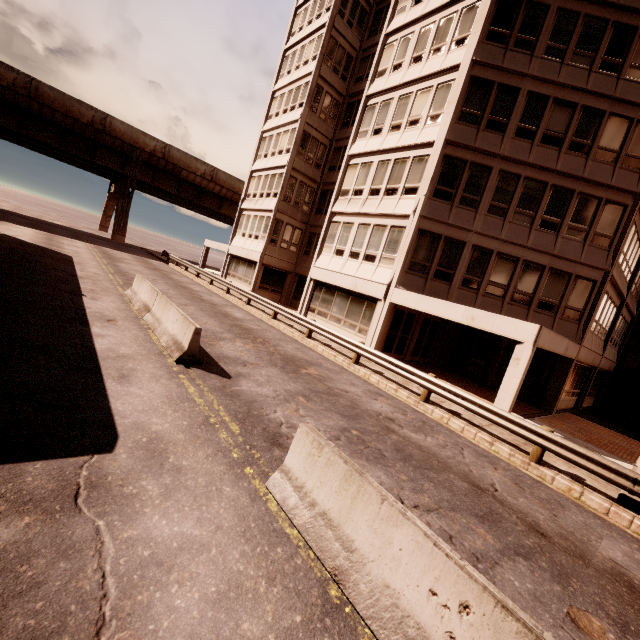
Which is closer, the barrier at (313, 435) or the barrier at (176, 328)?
the barrier at (313, 435)

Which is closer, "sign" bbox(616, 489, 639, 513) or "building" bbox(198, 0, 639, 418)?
"sign" bbox(616, 489, 639, 513)

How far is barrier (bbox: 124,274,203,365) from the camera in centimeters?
814cm

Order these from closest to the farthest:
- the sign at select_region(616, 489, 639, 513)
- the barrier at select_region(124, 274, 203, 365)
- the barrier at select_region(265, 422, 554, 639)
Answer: the barrier at select_region(265, 422, 554, 639)
the sign at select_region(616, 489, 639, 513)
the barrier at select_region(124, 274, 203, 365)

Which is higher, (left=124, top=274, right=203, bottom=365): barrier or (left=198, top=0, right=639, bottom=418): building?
(left=198, top=0, right=639, bottom=418): building

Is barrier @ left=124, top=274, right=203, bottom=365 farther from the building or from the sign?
the sign

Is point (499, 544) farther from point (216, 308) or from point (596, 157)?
point (596, 157)

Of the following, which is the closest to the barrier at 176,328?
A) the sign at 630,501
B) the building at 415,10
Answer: the building at 415,10
